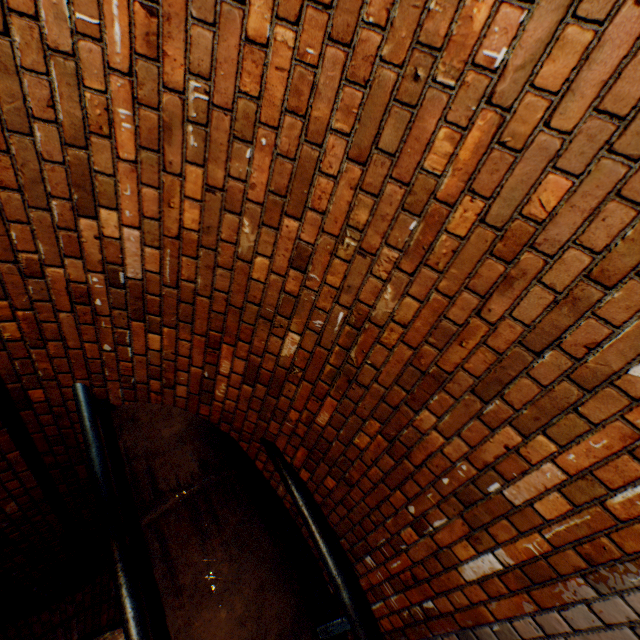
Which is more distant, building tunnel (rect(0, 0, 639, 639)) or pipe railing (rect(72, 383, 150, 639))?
pipe railing (rect(72, 383, 150, 639))

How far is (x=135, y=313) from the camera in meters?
1.9

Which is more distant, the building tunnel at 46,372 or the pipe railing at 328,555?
the pipe railing at 328,555

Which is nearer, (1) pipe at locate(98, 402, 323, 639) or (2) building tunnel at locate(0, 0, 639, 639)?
(2) building tunnel at locate(0, 0, 639, 639)
